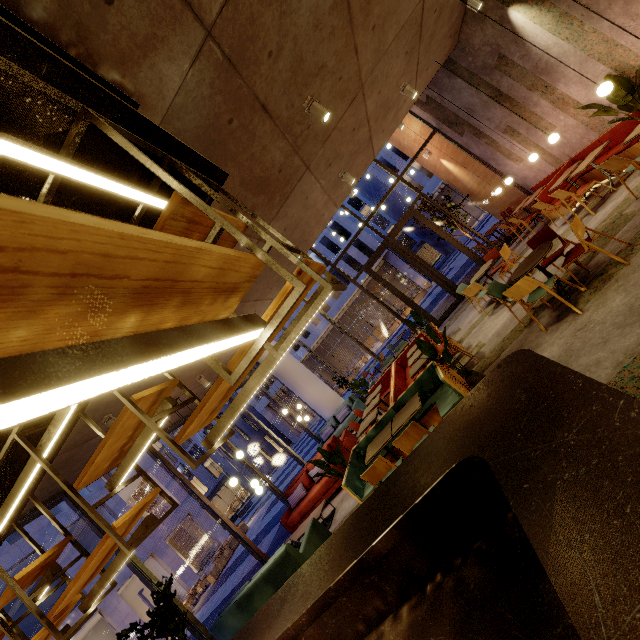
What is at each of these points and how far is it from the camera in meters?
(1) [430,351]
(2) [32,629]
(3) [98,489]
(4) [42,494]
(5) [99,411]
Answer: (1) tree, 5.2
(2) building, 21.2
(3) building, 22.9
(4) building, 5.6
(5) building, 5.3

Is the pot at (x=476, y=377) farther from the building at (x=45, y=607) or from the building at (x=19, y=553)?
the building at (x=45, y=607)

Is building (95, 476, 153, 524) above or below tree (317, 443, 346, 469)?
above

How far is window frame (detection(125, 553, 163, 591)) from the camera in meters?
5.9

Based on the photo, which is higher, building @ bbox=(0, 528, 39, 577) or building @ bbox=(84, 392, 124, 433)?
building @ bbox=(0, 528, 39, 577)

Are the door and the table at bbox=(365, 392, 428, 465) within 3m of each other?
no

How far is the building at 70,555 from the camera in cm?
1850

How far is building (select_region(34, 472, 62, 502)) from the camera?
5.3 meters
